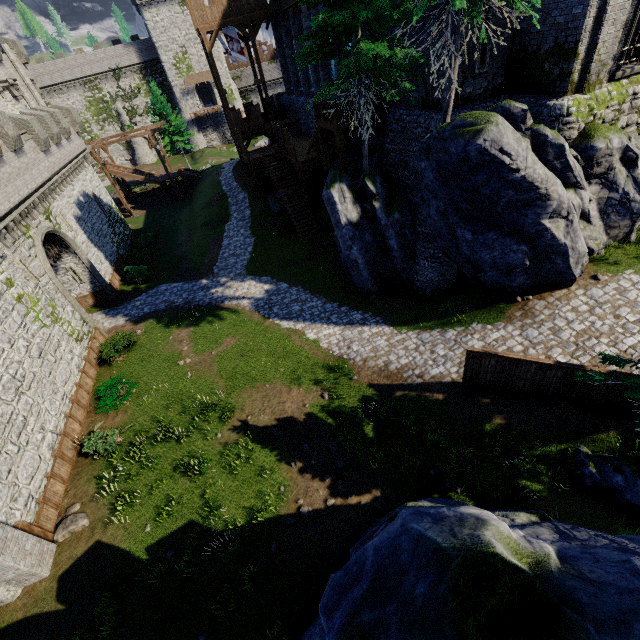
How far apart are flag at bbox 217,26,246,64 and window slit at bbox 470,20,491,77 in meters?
22.6

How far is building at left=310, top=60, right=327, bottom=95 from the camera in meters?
23.0

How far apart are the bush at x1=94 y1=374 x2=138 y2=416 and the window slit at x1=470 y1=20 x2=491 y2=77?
20.7m

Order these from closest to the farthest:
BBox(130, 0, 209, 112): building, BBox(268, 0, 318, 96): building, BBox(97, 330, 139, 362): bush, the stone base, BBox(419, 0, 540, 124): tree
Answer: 1. BBox(419, 0, 540, 124): tree
2. the stone base
3. BBox(97, 330, 139, 362): bush
4. BBox(268, 0, 318, 96): building
5. BBox(130, 0, 209, 112): building

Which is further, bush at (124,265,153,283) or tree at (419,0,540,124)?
bush at (124,265,153,283)

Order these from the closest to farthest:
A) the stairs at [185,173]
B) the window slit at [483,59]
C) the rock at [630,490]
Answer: the rock at [630,490] → the window slit at [483,59] → the stairs at [185,173]

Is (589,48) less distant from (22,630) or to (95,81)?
(22,630)

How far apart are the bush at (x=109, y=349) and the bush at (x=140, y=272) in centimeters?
690cm
